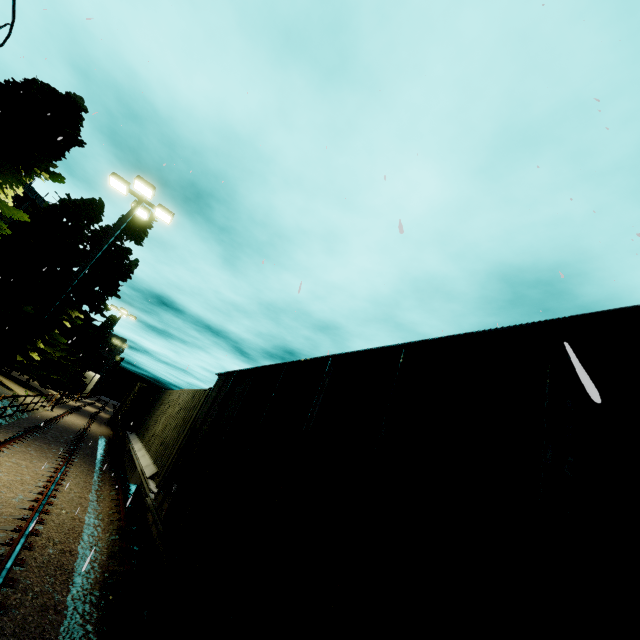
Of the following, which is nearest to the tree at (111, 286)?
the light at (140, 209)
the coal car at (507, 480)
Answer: the light at (140, 209)

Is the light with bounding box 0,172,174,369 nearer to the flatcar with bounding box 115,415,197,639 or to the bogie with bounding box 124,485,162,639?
the flatcar with bounding box 115,415,197,639

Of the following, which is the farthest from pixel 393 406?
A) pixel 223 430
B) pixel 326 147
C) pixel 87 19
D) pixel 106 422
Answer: pixel 106 422

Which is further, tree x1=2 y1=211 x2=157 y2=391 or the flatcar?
tree x1=2 y1=211 x2=157 y2=391

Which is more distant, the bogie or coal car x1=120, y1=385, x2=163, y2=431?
coal car x1=120, y1=385, x2=163, y2=431

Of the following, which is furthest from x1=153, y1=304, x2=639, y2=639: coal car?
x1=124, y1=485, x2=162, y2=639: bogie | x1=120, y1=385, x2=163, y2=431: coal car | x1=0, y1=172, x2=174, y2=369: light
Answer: x1=120, y1=385, x2=163, y2=431: coal car

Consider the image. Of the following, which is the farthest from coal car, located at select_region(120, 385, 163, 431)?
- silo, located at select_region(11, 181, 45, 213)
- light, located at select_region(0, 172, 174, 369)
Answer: silo, located at select_region(11, 181, 45, 213)

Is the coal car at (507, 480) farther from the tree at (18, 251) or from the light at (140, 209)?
the light at (140, 209)
